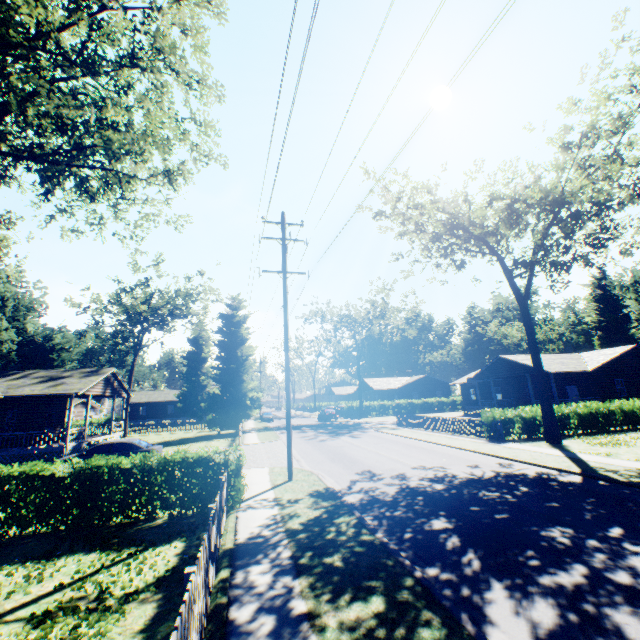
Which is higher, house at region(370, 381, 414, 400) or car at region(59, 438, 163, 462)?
house at region(370, 381, 414, 400)

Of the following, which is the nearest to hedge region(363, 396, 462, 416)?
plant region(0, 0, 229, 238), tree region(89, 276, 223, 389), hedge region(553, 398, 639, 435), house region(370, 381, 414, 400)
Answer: house region(370, 381, 414, 400)

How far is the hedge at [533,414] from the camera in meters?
20.5 m

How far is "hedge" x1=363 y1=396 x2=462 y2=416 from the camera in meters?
52.3

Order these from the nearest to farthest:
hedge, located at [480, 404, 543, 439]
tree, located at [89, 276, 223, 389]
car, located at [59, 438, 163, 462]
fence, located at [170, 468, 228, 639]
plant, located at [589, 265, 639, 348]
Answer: fence, located at [170, 468, 228, 639] < car, located at [59, 438, 163, 462] < hedge, located at [480, 404, 543, 439] < plant, located at [589, 265, 639, 348] < tree, located at [89, 276, 223, 389]

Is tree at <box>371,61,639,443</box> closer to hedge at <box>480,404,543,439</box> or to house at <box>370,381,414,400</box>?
hedge at <box>480,404,543,439</box>

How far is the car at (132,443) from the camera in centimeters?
1584cm

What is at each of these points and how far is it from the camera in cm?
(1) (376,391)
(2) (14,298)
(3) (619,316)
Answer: (1) house, 5866
(2) plant, 4803
(3) plant, 5822
